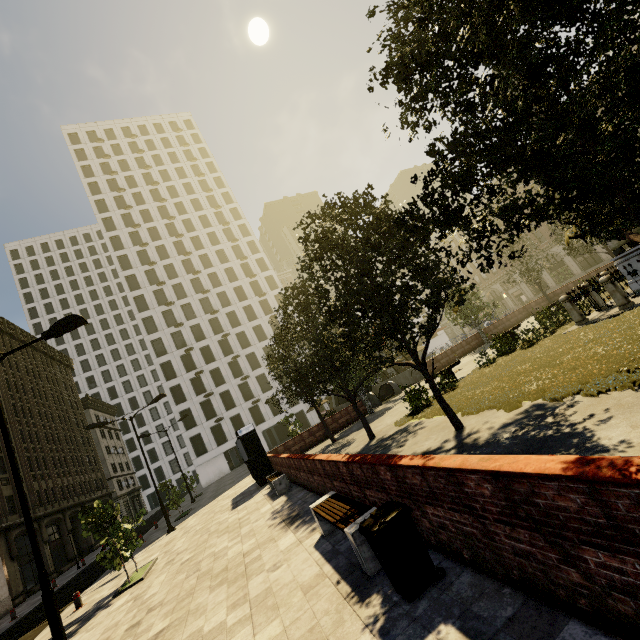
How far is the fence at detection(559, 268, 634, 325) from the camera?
12.1 meters

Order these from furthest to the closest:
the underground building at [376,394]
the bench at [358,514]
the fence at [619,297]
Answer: the underground building at [376,394] → the fence at [619,297] → the bench at [358,514]

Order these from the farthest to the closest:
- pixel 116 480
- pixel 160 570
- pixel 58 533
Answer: pixel 116 480 < pixel 58 533 < pixel 160 570

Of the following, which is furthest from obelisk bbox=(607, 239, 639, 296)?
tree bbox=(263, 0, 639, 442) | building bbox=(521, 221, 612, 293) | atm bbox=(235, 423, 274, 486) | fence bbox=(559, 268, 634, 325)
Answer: building bbox=(521, 221, 612, 293)

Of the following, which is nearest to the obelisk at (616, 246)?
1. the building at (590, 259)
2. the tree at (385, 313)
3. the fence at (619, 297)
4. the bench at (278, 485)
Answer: the fence at (619, 297)

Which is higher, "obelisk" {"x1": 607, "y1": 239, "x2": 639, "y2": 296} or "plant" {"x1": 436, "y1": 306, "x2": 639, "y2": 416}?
"obelisk" {"x1": 607, "y1": 239, "x2": 639, "y2": 296}

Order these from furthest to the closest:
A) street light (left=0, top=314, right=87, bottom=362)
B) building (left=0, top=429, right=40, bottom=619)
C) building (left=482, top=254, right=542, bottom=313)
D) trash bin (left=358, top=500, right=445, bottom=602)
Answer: building (left=482, top=254, right=542, bottom=313)
building (left=0, top=429, right=40, bottom=619)
street light (left=0, top=314, right=87, bottom=362)
trash bin (left=358, top=500, right=445, bottom=602)

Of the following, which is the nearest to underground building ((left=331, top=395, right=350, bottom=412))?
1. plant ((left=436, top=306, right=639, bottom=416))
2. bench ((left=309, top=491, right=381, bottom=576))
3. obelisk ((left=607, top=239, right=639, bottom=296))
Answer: plant ((left=436, top=306, right=639, bottom=416))
